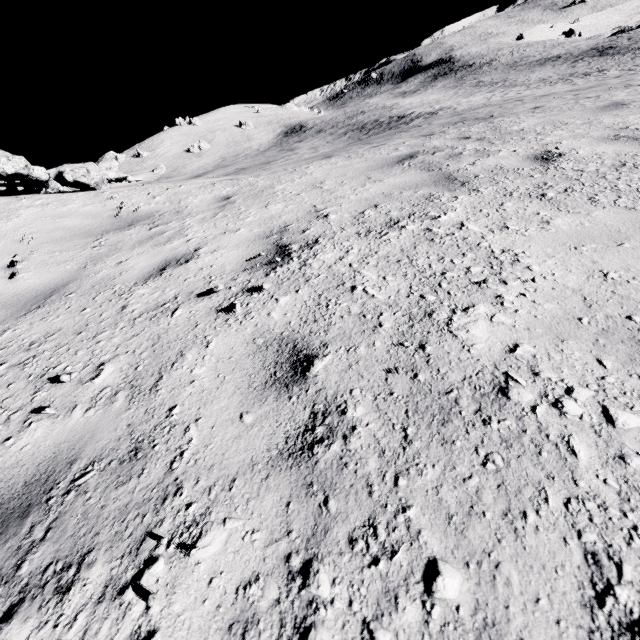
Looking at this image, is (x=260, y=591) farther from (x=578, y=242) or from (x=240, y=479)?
(x=578, y=242)
